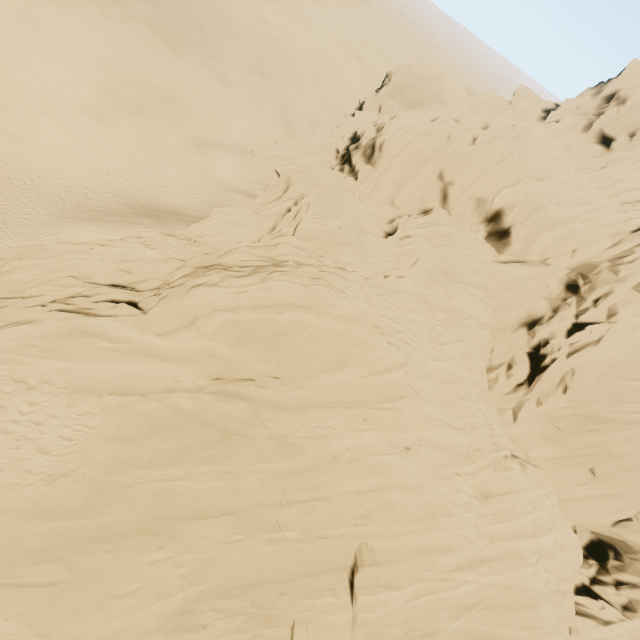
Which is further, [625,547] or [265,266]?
[625,547]
